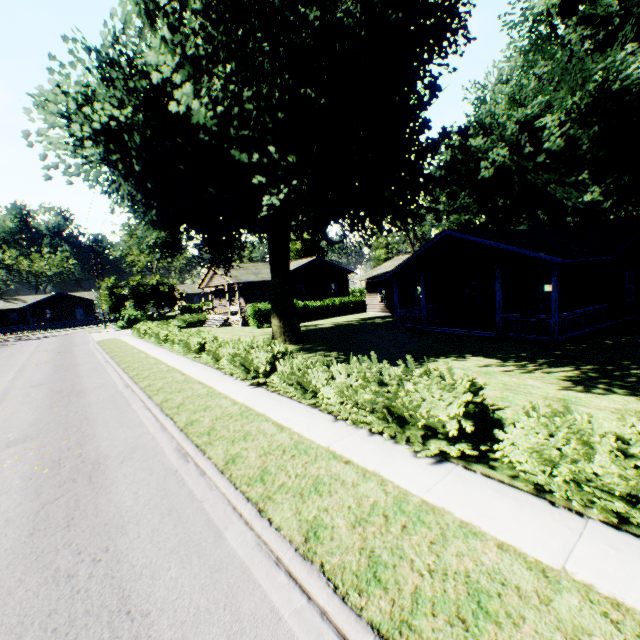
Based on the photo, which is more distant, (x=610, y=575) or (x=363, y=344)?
(x=363, y=344)

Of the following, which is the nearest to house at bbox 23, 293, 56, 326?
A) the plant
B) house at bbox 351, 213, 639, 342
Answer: the plant

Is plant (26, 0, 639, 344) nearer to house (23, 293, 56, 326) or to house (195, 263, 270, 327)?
house (195, 263, 270, 327)

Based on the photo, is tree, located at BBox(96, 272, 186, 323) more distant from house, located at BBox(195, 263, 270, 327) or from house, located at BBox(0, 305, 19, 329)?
house, located at BBox(0, 305, 19, 329)

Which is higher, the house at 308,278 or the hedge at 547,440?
the house at 308,278

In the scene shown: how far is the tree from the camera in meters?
42.5

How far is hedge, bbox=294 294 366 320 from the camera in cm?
3244

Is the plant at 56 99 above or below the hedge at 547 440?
above
